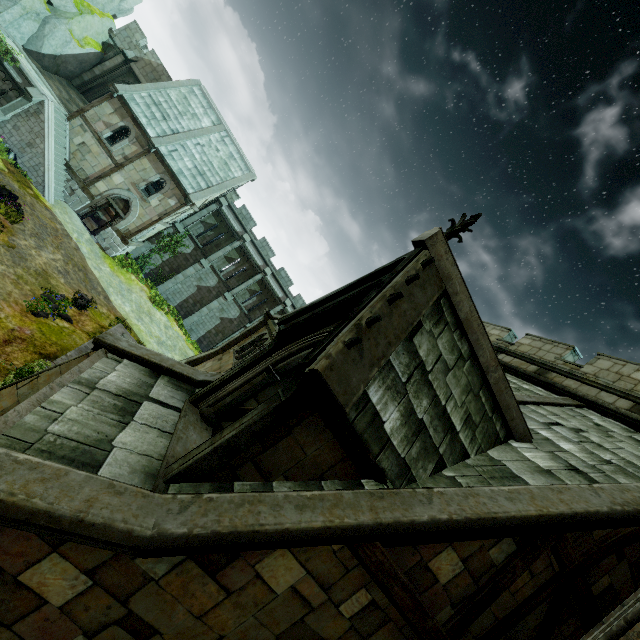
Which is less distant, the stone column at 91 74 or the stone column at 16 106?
the stone column at 16 106

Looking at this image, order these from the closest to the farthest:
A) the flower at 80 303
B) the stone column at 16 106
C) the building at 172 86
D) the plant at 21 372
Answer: the plant at 21 372 → the flower at 80 303 → the stone column at 16 106 → the building at 172 86

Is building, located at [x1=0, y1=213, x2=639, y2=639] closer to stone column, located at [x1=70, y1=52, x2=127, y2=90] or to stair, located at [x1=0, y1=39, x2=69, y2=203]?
stair, located at [x1=0, y1=39, x2=69, y2=203]

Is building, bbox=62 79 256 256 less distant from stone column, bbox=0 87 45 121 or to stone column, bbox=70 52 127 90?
stone column, bbox=0 87 45 121

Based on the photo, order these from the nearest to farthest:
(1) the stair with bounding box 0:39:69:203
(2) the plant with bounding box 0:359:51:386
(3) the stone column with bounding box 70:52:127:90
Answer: (2) the plant with bounding box 0:359:51:386
(1) the stair with bounding box 0:39:69:203
(3) the stone column with bounding box 70:52:127:90

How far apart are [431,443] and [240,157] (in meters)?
29.75

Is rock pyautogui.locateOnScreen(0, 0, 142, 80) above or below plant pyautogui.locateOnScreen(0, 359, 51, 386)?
above

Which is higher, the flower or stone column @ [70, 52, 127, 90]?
stone column @ [70, 52, 127, 90]
